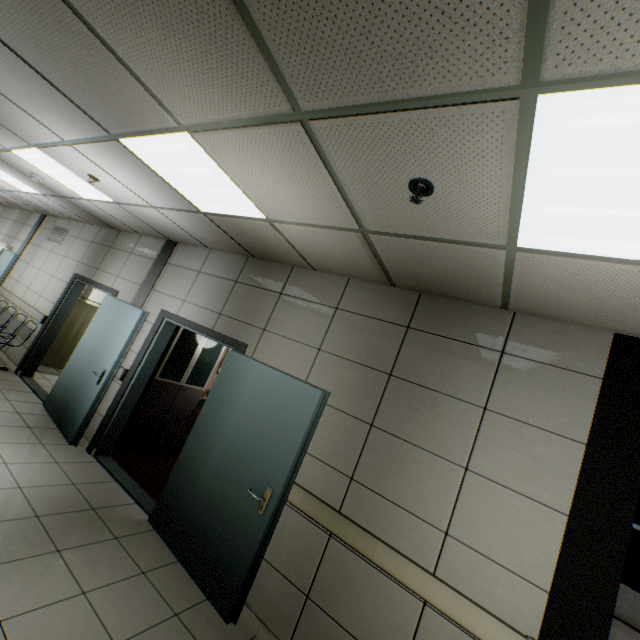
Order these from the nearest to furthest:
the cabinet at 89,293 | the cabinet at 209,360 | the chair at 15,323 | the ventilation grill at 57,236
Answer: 1. the cabinet at 209,360
2. the chair at 15,323
3. the ventilation grill at 57,236
4. the cabinet at 89,293

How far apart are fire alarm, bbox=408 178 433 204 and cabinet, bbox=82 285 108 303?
10.3 meters

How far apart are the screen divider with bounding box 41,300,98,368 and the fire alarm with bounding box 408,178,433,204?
7.83m

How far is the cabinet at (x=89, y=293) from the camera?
9.3 meters

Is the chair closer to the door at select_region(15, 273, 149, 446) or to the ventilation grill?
the door at select_region(15, 273, 149, 446)

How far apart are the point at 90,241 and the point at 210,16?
7.1 meters

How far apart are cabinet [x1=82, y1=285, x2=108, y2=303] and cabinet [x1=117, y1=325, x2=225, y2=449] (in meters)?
5.87

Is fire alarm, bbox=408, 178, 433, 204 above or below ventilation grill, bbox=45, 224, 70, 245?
above
